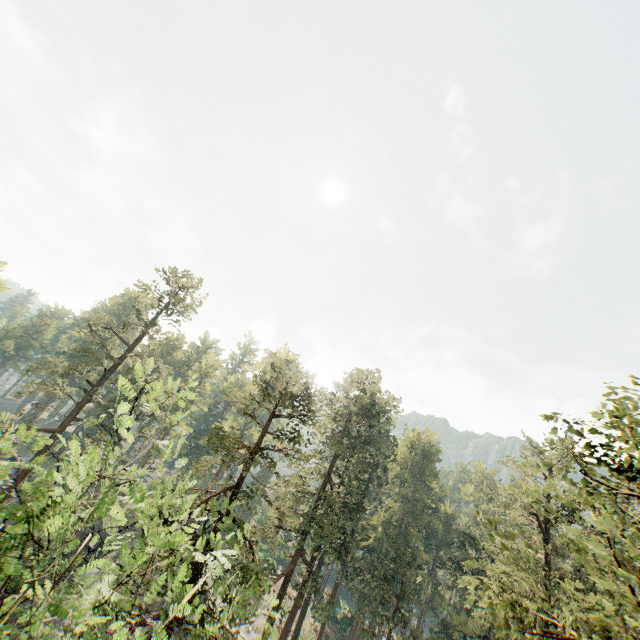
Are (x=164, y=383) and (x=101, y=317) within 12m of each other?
yes
